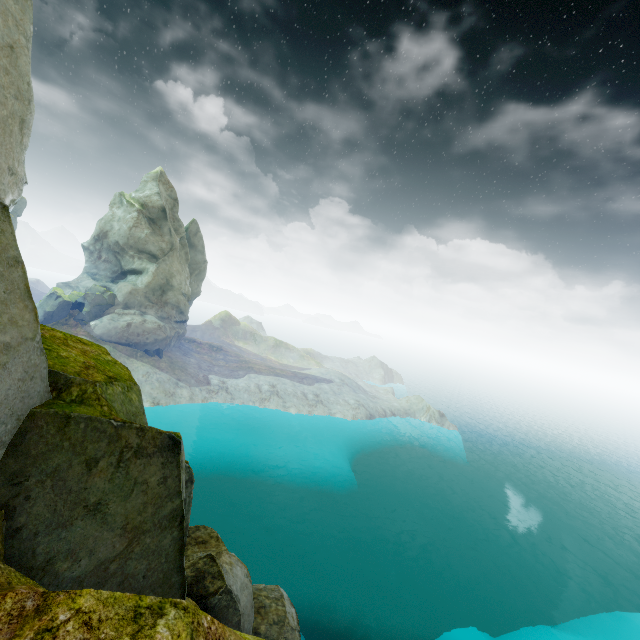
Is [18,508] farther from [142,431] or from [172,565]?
[172,565]
